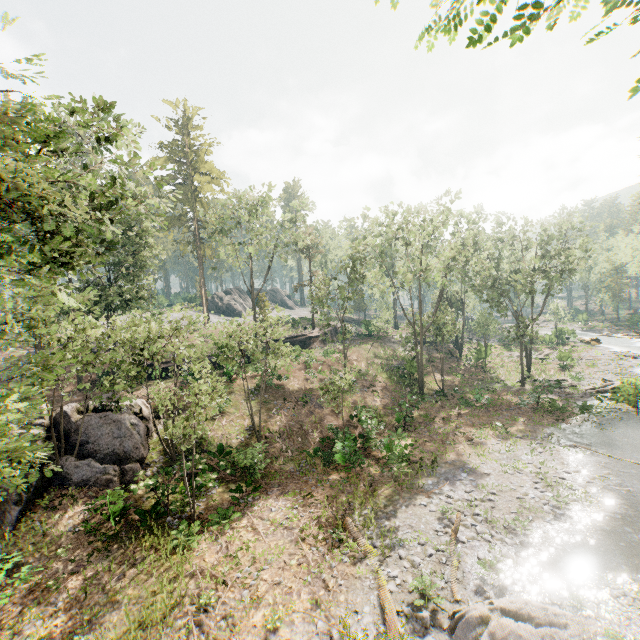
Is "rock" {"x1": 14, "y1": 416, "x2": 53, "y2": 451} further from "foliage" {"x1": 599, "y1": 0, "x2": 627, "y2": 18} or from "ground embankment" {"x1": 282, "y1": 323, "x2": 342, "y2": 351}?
"ground embankment" {"x1": 282, "y1": 323, "x2": 342, "y2": 351}

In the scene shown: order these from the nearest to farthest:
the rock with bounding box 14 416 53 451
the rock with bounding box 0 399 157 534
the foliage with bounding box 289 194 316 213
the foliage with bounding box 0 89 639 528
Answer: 1. the foliage with bounding box 0 89 639 528
2. the rock with bounding box 0 399 157 534
3. the rock with bounding box 14 416 53 451
4. the foliage with bounding box 289 194 316 213

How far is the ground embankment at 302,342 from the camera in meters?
40.6 m

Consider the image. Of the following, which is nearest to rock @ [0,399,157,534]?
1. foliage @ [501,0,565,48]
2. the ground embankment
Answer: foliage @ [501,0,565,48]

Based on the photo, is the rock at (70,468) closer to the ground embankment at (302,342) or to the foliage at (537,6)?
the foliage at (537,6)

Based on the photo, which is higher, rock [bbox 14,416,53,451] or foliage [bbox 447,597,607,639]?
rock [bbox 14,416,53,451]

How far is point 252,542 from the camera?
14.03m
